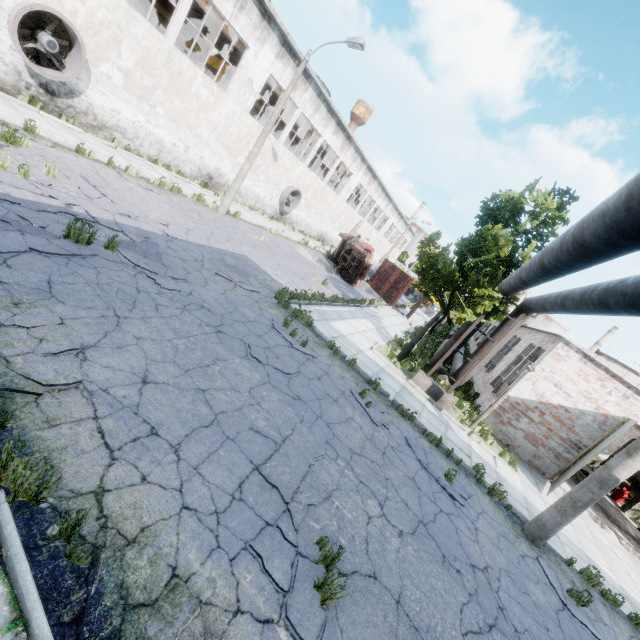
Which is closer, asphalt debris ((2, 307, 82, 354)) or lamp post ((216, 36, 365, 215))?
asphalt debris ((2, 307, 82, 354))

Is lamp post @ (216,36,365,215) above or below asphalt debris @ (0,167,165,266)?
above

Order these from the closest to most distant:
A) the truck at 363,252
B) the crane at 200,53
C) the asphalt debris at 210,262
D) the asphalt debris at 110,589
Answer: the asphalt debris at 110,589 → the asphalt debris at 210,262 → the crane at 200,53 → the truck at 363,252

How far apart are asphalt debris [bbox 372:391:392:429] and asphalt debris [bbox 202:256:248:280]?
4.5 meters

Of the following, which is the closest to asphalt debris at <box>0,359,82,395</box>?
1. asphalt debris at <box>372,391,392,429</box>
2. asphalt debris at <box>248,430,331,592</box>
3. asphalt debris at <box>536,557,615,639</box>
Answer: asphalt debris at <box>248,430,331,592</box>

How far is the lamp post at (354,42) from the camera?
14.4m

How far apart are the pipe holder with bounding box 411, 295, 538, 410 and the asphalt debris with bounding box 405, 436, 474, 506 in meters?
4.3 m

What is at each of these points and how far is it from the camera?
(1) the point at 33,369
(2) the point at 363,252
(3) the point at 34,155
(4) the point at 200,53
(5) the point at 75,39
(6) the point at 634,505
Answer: (1) asphalt debris, 3.9m
(2) truck, 24.2m
(3) asphalt debris, 8.8m
(4) crane, 23.3m
(5) fan, 12.3m
(6) column beam, 16.6m
